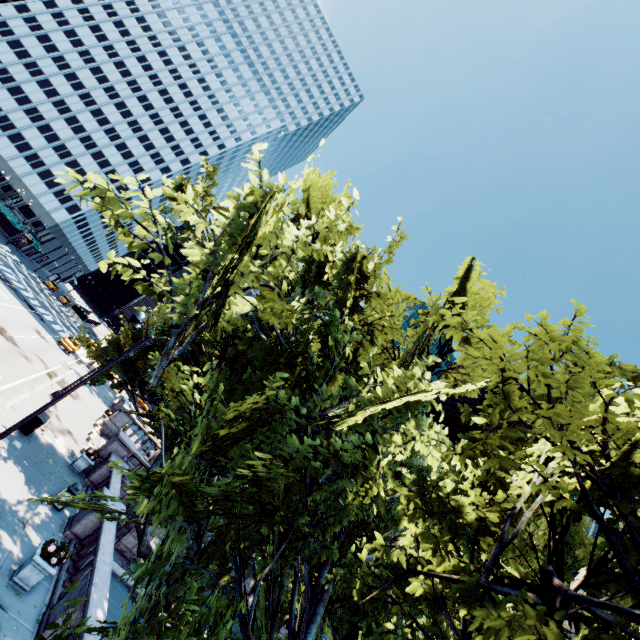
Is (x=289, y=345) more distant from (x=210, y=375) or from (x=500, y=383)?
(x=500, y=383)

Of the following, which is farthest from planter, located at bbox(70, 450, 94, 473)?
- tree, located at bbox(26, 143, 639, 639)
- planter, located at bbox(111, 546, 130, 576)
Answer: tree, located at bbox(26, 143, 639, 639)

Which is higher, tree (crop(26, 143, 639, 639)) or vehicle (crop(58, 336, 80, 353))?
tree (crop(26, 143, 639, 639))

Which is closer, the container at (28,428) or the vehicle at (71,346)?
the container at (28,428)

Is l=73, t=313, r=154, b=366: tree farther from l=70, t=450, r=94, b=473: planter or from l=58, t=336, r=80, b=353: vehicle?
l=58, t=336, r=80, b=353: vehicle

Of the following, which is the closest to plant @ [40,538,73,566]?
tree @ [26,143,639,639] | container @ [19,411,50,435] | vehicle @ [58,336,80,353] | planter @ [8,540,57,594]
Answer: planter @ [8,540,57,594]

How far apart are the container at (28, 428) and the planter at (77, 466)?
2.5 meters

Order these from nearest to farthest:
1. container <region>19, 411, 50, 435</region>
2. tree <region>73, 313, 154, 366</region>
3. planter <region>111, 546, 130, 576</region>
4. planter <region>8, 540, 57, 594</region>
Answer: planter <region>8, 540, 57, 594</region>
container <region>19, 411, 50, 435</region>
tree <region>73, 313, 154, 366</region>
planter <region>111, 546, 130, 576</region>
